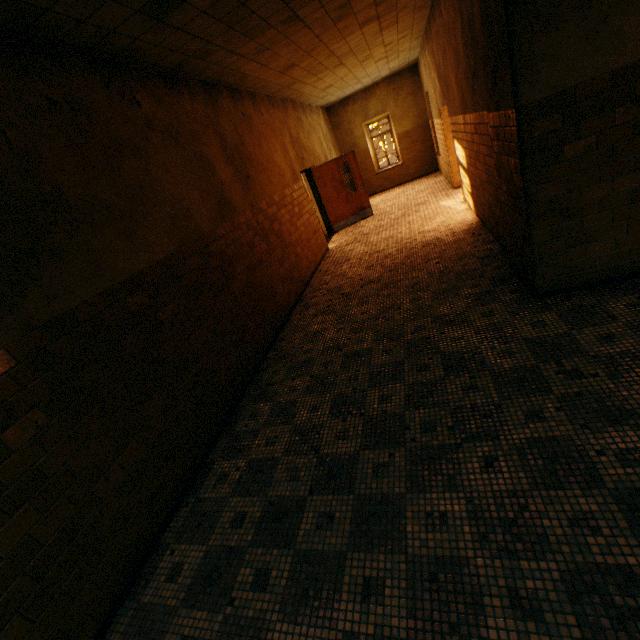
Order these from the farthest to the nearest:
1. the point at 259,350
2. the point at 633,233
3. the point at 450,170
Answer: the point at 450,170 → the point at 259,350 → the point at 633,233

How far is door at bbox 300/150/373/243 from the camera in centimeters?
1004cm

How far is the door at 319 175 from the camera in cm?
1004
